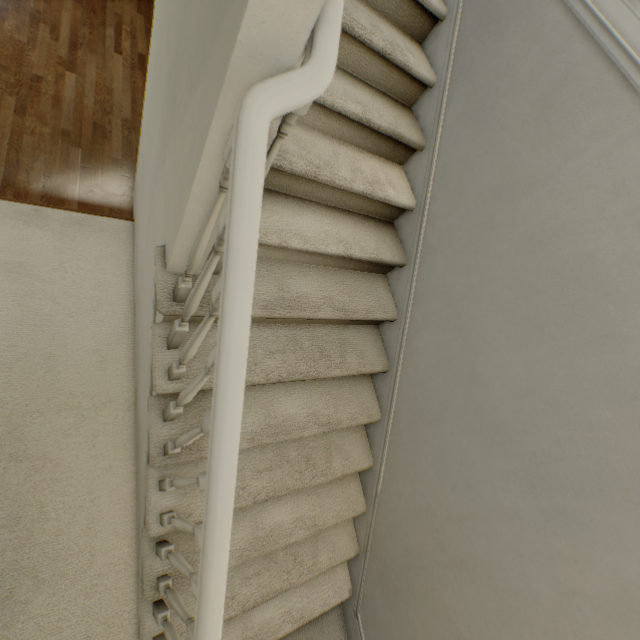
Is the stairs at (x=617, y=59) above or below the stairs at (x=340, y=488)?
above

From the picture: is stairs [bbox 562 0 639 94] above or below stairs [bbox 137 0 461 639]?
above

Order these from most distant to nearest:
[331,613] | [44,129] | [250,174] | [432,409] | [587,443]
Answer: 1. [44,129]
2. [331,613]
3. [432,409]
4. [587,443]
5. [250,174]
